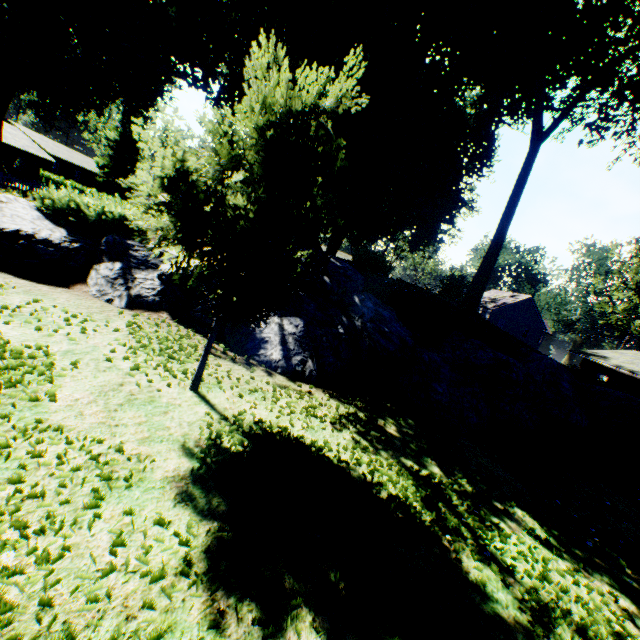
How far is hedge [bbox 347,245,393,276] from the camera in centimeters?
1470cm

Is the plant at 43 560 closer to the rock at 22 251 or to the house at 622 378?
the rock at 22 251

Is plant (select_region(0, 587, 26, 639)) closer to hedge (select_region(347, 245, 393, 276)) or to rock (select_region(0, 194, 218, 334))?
rock (select_region(0, 194, 218, 334))

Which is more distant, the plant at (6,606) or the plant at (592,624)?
the plant at (592,624)

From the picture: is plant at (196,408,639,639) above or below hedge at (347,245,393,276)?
below

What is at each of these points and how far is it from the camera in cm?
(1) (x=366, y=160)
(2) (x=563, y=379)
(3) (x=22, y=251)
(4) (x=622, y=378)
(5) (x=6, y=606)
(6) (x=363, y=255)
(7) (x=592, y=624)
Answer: (1) plant, 2680
(2) rock, 1228
(3) rock, 727
(4) house, 2648
(5) plant, 197
(6) hedge, 1492
(7) plant, 355

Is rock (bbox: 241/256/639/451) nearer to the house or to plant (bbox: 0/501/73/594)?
plant (bbox: 0/501/73/594)
